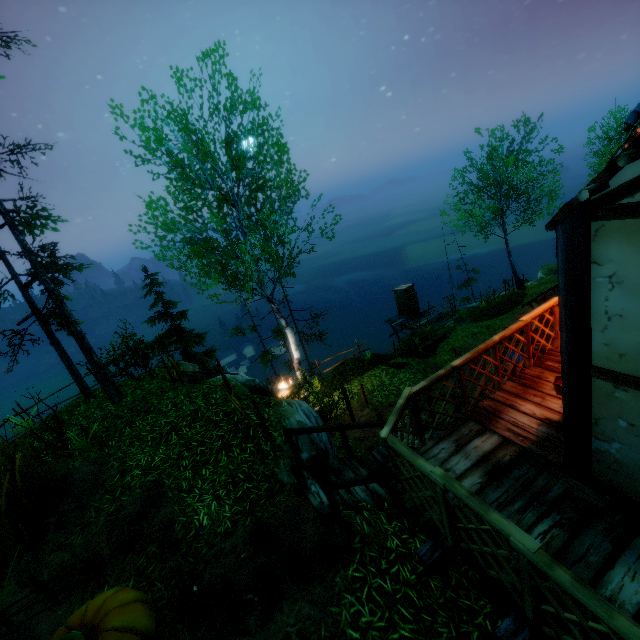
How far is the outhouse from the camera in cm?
2515

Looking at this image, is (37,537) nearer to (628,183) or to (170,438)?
Result: (170,438)

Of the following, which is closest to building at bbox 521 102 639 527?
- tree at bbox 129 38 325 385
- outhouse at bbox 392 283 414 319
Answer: tree at bbox 129 38 325 385

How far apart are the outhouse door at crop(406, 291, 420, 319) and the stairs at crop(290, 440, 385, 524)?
19.64m

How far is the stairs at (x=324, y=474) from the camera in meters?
5.2 m

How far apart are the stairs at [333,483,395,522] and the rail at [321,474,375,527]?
0.02m

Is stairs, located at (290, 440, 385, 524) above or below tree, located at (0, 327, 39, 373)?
below

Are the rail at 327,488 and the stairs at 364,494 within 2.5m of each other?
yes
